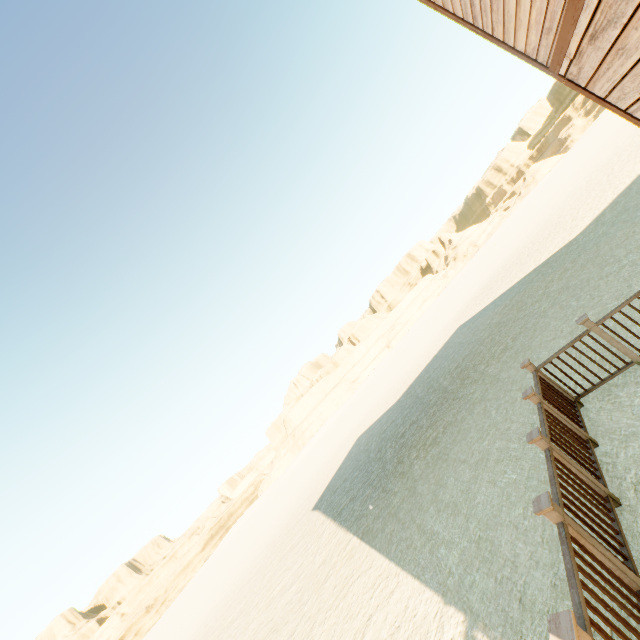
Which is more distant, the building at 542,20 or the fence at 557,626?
the building at 542,20

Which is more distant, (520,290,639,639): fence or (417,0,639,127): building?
(417,0,639,127): building

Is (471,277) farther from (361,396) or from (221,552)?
(221,552)

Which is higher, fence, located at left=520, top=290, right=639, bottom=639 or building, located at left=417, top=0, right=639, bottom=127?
building, located at left=417, top=0, right=639, bottom=127

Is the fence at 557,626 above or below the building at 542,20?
below
